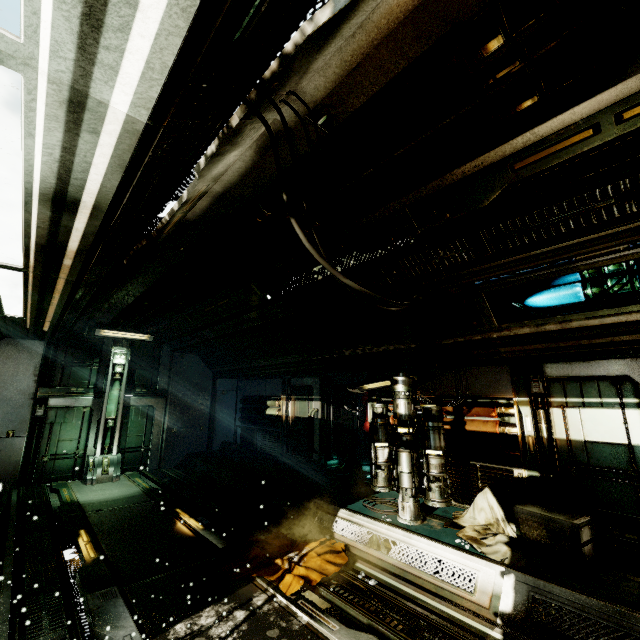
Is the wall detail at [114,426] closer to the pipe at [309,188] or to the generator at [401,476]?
the pipe at [309,188]

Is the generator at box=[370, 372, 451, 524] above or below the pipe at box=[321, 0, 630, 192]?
below

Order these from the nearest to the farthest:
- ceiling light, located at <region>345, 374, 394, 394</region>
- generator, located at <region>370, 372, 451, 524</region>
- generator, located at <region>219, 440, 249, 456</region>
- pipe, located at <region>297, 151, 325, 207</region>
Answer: pipe, located at <region>297, 151, 325, 207</region>, generator, located at <region>370, 372, 451, 524</region>, ceiling light, located at <region>345, 374, 394, 394</region>, generator, located at <region>219, 440, 249, 456</region>

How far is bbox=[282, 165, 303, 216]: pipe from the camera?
3.21m

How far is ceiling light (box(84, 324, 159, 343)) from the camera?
9.91m

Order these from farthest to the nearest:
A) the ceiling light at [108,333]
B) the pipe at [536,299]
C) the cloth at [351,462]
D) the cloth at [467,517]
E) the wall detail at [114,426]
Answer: the ceiling light at [108,333] < the wall detail at [114,426] < the cloth at [351,462] < the pipe at [536,299] < the cloth at [467,517]

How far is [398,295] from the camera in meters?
5.1 m

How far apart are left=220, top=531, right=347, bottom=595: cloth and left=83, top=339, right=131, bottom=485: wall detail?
6.2m
